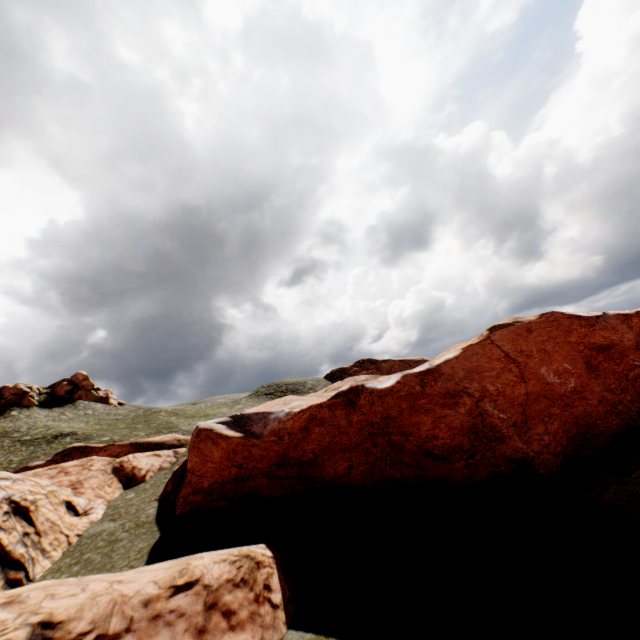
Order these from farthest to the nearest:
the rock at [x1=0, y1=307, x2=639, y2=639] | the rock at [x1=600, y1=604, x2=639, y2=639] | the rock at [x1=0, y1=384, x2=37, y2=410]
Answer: the rock at [x1=0, y1=384, x2=37, y2=410] → the rock at [x1=0, y1=307, x2=639, y2=639] → the rock at [x1=600, y1=604, x2=639, y2=639]

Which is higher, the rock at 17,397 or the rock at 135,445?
the rock at 17,397

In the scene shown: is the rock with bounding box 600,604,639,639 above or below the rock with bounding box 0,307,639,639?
below

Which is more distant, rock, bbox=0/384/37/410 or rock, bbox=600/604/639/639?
rock, bbox=0/384/37/410

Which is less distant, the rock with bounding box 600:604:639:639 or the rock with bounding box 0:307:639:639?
the rock with bounding box 600:604:639:639

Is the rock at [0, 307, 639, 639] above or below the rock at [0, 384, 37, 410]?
below

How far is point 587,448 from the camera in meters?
18.2

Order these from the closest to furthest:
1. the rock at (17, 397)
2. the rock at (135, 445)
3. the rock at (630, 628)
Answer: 1. the rock at (630, 628)
2. the rock at (135, 445)
3. the rock at (17, 397)
